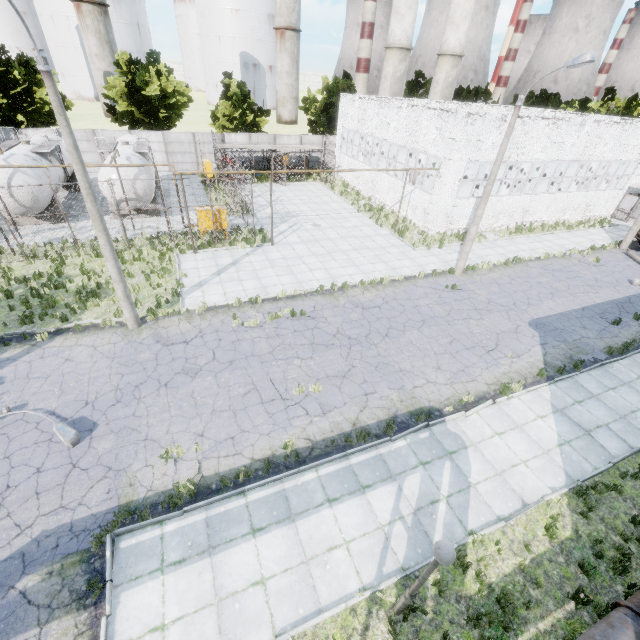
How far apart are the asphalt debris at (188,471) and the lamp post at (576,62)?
16.9 meters

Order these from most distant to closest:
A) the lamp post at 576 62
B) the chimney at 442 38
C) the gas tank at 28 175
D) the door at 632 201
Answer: the chimney at 442 38 → the door at 632 201 → the gas tank at 28 175 → the lamp post at 576 62

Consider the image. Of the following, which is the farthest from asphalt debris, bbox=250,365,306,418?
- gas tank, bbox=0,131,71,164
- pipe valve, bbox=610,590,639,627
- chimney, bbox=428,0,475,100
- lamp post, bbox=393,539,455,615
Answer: chimney, bbox=428,0,475,100

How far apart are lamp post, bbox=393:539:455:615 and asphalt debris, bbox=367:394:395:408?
5.1m

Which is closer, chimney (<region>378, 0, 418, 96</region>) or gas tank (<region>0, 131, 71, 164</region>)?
gas tank (<region>0, 131, 71, 164</region>)

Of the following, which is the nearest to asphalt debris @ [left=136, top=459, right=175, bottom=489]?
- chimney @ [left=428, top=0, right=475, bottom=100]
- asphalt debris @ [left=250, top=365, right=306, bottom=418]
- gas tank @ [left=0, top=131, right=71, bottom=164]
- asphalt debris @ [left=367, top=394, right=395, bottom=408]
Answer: asphalt debris @ [left=250, top=365, right=306, bottom=418]

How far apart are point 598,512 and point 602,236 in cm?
2729

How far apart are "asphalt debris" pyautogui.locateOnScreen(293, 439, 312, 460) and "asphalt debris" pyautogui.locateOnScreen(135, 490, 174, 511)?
2.63m
